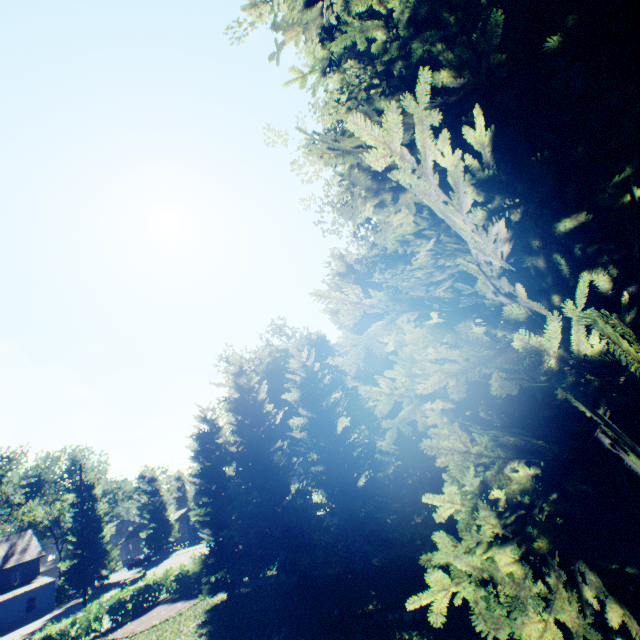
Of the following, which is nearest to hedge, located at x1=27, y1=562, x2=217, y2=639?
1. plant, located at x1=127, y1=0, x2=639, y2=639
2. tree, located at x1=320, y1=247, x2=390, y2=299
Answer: tree, located at x1=320, y1=247, x2=390, y2=299

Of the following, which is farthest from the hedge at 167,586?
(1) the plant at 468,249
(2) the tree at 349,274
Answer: (1) the plant at 468,249

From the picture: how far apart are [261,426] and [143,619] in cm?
1609

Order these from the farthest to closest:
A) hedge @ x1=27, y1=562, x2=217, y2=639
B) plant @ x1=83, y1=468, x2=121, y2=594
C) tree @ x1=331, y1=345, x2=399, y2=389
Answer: plant @ x1=83, y1=468, x2=121, y2=594
hedge @ x1=27, y1=562, x2=217, y2=639
tree @ x1=331, y1=345, x2=399, y2=389

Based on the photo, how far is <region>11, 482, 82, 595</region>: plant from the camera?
41.97m

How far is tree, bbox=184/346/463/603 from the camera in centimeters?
1523cm

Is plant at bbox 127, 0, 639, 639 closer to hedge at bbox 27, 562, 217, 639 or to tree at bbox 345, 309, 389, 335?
tree at bbox 345, 309, 389, 335
